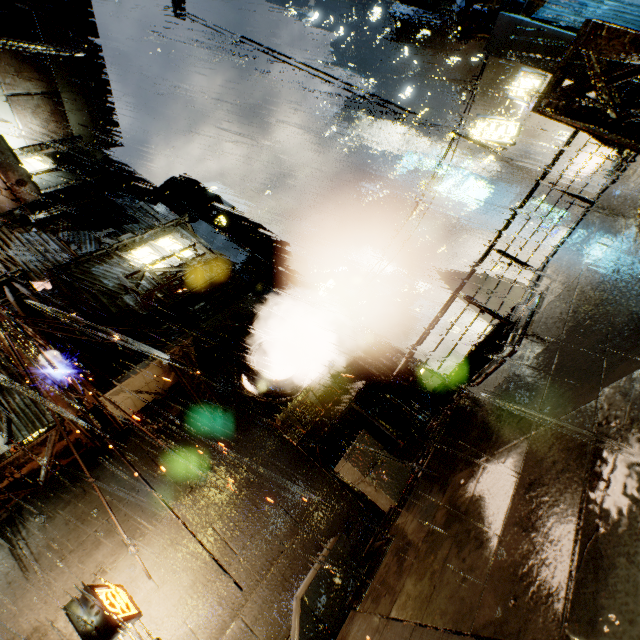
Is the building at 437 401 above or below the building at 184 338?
below

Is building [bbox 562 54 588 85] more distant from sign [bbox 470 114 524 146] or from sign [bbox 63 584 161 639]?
sign [bbox 470 114 524 146]

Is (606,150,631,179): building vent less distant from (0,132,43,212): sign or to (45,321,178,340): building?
(45,321,178,340): building

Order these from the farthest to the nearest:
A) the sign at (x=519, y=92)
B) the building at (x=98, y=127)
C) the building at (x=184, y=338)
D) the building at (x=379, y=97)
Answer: the building at (x=379, y=97), the sign at (x=519, y=92), the building at (x=184, y=338), the building at (x=98, y=127)

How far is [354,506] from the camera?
9.1 meters

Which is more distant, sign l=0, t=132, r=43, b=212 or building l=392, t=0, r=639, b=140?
building l=392, t=0, r=639, b=140

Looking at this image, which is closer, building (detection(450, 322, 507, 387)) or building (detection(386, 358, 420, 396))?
building (detection(450, 322, 507, 387))

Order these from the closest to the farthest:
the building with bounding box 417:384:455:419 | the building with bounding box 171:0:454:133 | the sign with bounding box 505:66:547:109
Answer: the building with bounding box 417:384:455:419 → the sign with bounding box 505:66:547:109 → the building with bounding box 171:0:454:133
